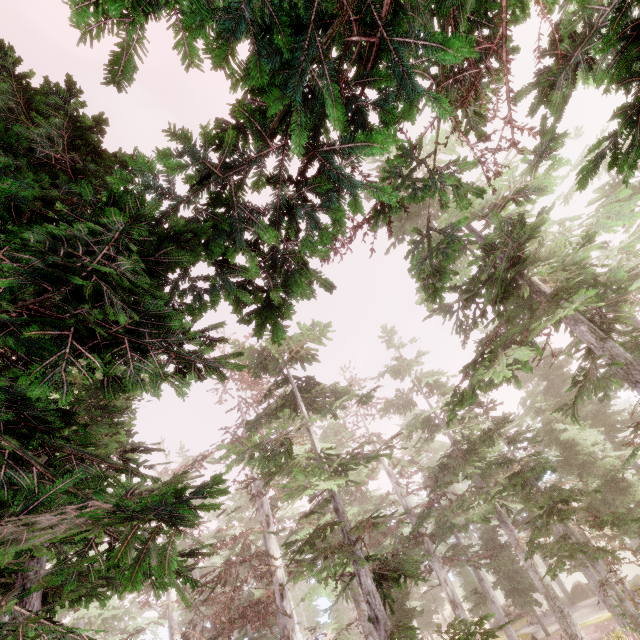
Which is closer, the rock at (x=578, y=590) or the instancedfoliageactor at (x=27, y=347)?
the instancedfoliageactor at (x=27, y=347)

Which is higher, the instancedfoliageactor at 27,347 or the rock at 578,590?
the instancedfoliageactor at 27,347

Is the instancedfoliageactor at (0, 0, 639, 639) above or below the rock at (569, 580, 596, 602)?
above

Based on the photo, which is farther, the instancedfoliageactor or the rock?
the rock

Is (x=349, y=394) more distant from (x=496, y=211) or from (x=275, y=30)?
(x=275, y=30)

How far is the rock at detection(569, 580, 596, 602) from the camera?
30.0m
